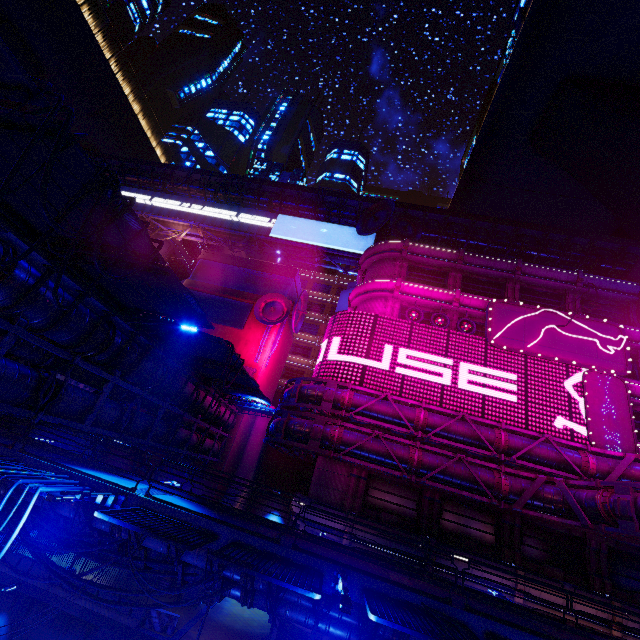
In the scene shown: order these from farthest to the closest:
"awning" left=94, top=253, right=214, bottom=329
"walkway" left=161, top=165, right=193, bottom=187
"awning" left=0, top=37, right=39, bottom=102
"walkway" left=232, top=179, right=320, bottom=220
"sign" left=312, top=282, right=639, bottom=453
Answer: "walkway" left=161, top=165, right=193, bottom=187, "walkway" left=232, top=179, right=320, bottom=220, "sign" left=312, top=282, right=639, bottom=453, "awning" left=94, top=253, right=214, bottom=329, "awning" left=0, top=37, right=39, bottom=102

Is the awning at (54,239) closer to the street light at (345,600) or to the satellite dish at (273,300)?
the street light at (345,600)

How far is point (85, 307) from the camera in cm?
1267

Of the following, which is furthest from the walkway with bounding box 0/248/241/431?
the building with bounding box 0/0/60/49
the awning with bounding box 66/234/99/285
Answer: the building with bounding box 0/0/60/49

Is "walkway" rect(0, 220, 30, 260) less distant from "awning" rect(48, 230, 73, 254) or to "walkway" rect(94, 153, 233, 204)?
"awning" rect(48, 230, 73, 254)

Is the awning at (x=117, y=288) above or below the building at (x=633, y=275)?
below

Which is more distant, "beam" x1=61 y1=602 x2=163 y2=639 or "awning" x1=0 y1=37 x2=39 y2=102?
"beam" x1=61 y1=602 x2=163 y2=639

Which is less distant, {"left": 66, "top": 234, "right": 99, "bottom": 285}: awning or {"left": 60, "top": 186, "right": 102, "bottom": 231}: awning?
{"left": 60, "top": 186, "right": 102, "bottom": 231}: awning
